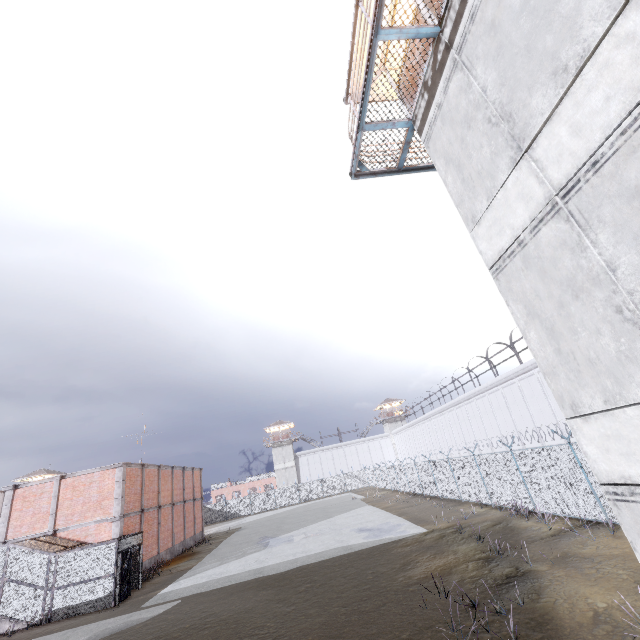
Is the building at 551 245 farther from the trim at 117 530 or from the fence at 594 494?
the trim at 117 530

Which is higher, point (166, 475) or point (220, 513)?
point (166, 475)

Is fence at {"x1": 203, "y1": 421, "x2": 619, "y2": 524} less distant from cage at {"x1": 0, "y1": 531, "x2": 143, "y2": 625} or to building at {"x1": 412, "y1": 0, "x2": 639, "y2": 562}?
building at {"x1": 412, "y1": 0, "x2": 639, "y2": 562}

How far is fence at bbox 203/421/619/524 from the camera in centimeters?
1252cm

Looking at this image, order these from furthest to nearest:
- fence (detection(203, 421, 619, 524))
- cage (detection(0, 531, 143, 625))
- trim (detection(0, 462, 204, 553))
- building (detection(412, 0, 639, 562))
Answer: trim (detection(0, 462, 204, 553))
cage (detection(0, 531, 143, 625))
fence (detection(203, 421, 619, 524))
building (detection(412, 0, 639, 562))

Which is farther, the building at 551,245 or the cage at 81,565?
the cage at 81,565

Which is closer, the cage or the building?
the building

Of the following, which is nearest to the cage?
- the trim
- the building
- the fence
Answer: the trim
